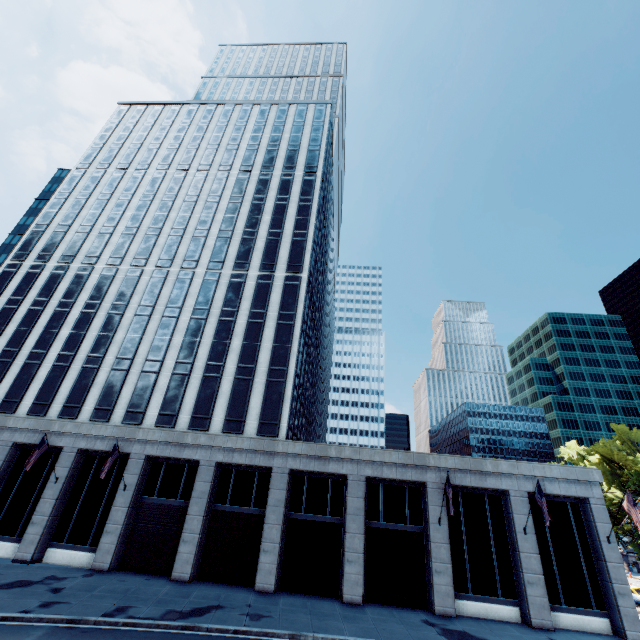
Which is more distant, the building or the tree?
the tree

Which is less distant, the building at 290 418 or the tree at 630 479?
the building at 290 418

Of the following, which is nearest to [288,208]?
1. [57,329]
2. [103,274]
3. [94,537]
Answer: [103,274]
